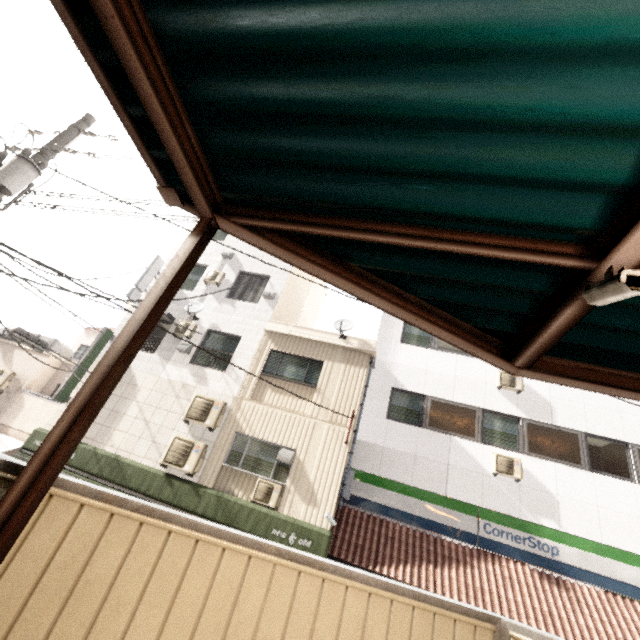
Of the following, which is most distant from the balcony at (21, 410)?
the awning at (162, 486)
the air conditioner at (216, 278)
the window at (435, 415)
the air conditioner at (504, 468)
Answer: the air conditioner at (504, 468)

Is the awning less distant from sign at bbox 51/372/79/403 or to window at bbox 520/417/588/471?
sign at bbox 51/372/79/403

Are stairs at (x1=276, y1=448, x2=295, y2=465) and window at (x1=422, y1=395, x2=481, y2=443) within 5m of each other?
yes

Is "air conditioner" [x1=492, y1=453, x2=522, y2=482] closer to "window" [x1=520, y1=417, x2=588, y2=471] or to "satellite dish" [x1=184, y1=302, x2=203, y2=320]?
"window" [x1=520, y1=417, x2=588, y2=471]

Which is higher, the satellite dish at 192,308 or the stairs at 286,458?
the satellite dish at 192,308

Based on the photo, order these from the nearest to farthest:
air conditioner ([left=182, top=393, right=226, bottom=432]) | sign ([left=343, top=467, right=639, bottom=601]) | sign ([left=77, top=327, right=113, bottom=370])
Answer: sign ([left=343, top=467, right=639, bottom=601]) < air conditioner ([left=182, top=393, right=226, bottom=432]) < sign ([left=77, top=327, right=113, bottom=370])

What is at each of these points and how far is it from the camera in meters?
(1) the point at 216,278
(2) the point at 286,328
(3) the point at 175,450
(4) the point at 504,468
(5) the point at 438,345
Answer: (1) air conditioner, 13.3
(2) roof trim, 11.8
(3) air conditioner, 9.6
(4) air conditioner, 9.5
(5) window, 12.1

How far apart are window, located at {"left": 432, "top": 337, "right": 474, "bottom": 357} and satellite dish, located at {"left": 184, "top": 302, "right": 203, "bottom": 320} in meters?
8.8
